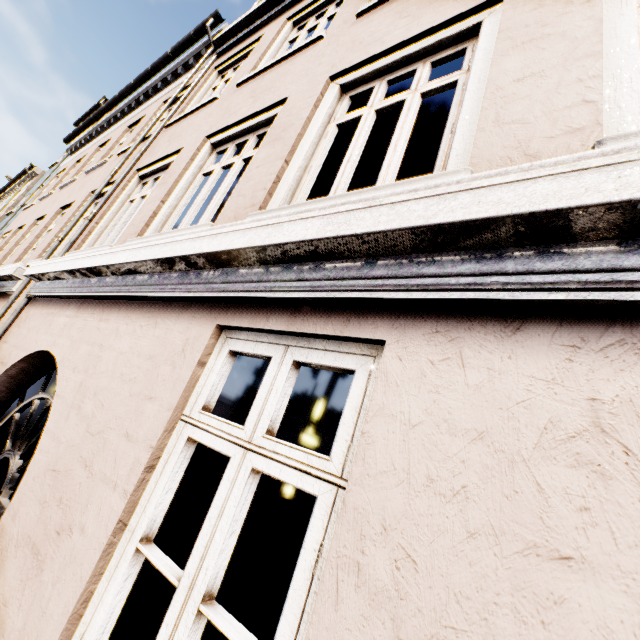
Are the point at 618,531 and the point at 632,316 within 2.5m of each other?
yes
